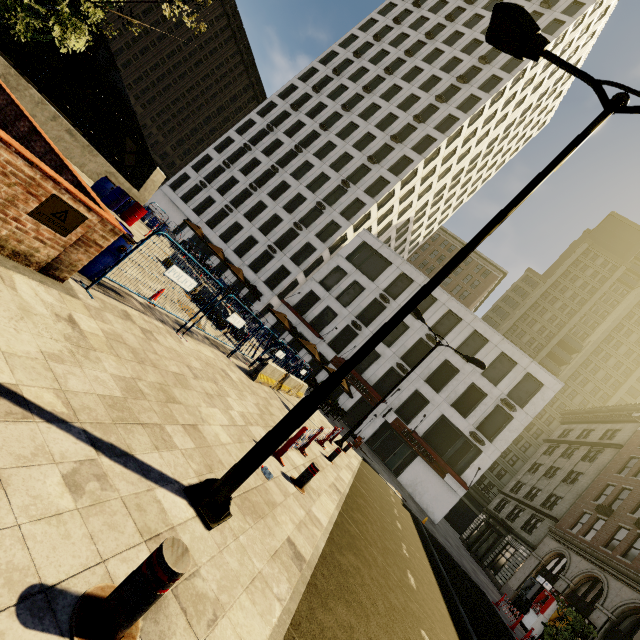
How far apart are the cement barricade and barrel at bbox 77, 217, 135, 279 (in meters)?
5.72

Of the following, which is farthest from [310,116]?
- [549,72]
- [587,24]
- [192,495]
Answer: [192,495]

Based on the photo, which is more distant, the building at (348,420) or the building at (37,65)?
the building at (37,65)

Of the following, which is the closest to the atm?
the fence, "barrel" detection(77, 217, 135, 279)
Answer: the fence

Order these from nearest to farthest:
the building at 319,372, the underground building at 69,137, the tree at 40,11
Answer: the tree at 40,11 < the underground building at 69,137 < the building at 319,372

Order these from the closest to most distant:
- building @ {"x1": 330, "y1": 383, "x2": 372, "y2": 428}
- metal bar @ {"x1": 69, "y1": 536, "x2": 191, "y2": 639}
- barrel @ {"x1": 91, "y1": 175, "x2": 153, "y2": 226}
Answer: metal bar @ {"x1": 69, "y1": 536, "x2": 191, "y2": 639}, barrel @ {"x1": 91, "y1": 175, "x2": 153, "y2": 226}, building @ {"x1": 330, "y1": 383, "x2": 372, "y2": 428}

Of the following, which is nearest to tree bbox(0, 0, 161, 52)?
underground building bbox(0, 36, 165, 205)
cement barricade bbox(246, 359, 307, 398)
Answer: underground building bbox(0, 36, 165, 205)

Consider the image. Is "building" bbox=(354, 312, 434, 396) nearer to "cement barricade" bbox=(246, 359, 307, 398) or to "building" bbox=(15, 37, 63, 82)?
"cement barricade" bbox=(246, 359, 307, 398)
